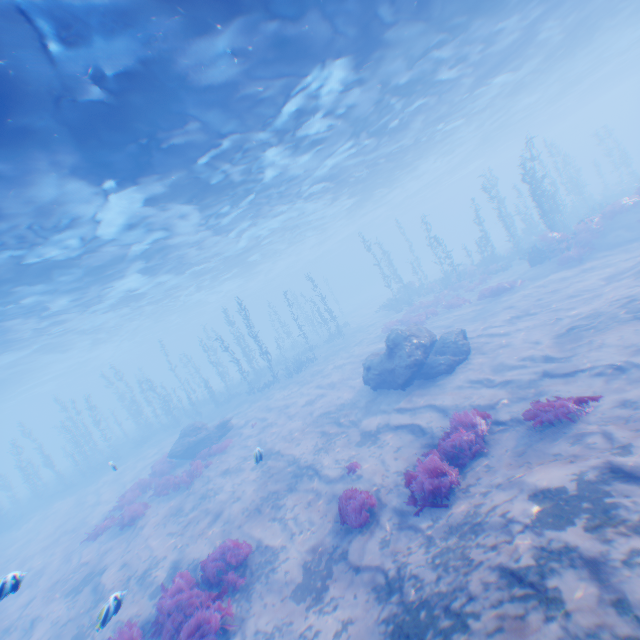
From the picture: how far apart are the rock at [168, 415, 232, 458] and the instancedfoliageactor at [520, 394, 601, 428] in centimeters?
1724cm

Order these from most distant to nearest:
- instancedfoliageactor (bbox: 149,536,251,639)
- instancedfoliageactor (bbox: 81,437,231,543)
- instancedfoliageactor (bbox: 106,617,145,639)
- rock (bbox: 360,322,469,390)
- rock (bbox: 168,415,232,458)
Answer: rock (bbox: 168,415,232,458)
instancedfoliageactor (bbox: 81,437,231,543)
rock (bbox: 360,322,469,390)
instancedfoliageactor (bbox: 106,617,145,639)
instancedfoliageactor (bbox: 149,536,251,639)

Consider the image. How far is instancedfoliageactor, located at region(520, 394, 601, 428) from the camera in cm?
714

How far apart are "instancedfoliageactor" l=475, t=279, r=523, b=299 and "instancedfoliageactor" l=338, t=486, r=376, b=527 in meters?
16.6 m

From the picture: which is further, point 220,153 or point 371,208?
point 371,208

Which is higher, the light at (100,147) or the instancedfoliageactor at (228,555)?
the light at (100,147)

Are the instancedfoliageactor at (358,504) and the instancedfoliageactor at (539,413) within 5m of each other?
yes

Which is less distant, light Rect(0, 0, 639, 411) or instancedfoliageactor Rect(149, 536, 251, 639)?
instancedfoliageactor Rect(149, 536, 251, 639)
